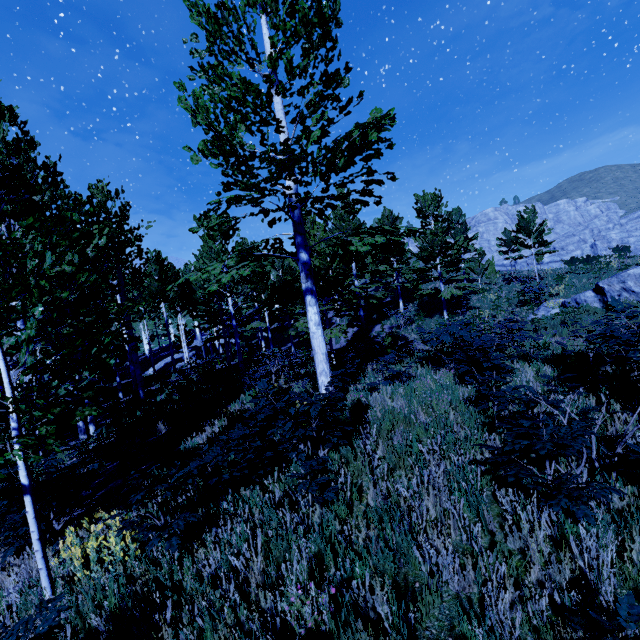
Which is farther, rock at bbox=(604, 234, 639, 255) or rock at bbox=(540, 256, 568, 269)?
rock at bbox=(604, 234, 639, 255)

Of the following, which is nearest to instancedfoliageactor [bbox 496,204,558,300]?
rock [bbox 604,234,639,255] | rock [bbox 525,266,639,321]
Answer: rock [bbox 525,266,639,321]

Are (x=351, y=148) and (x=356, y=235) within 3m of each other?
yes

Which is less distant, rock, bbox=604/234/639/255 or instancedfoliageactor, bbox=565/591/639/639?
instancedfoliageactor, bbox=565/591/639/639

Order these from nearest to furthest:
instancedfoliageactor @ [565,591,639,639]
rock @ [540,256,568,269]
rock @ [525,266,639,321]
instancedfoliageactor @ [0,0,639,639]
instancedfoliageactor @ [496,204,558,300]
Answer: instancedfoliageactor @ [565,591,639,639] → instancedfoliageactor @ [0,0,639,639] → rock @ [525,266,639,321] → instancedfoliageactor @ [496,204,558,300] → rock @ [540,256,568,269]

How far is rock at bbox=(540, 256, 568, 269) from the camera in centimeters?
3303cm

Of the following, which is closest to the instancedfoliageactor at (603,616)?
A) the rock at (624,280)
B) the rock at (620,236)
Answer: the rock at (624,280)

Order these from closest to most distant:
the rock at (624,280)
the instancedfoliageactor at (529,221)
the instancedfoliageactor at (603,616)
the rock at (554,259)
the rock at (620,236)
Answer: the instancedfoliageactor at (603,616)
the rock at (624,280)
the instancedfoliageactor at (529,221)
the rock at (554,259)
the rock at (620,236)
